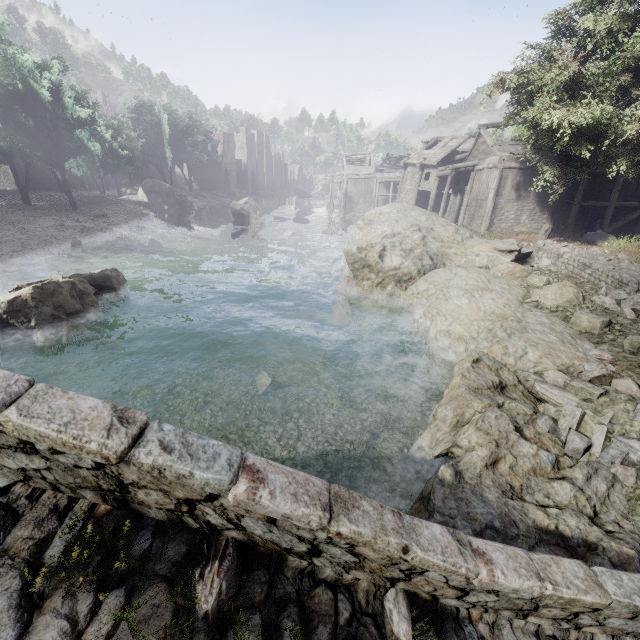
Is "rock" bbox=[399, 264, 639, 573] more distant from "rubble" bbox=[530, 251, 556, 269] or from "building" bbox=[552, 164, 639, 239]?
"building" bbox=[552, 164, 639, 239]

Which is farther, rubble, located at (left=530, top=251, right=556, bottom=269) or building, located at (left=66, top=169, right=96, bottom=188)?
building, located at (left=66, top=169, right=96, bottom=188)

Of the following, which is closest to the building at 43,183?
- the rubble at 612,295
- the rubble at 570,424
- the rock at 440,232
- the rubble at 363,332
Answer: the rock at 440,232

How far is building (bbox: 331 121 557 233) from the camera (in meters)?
24.84

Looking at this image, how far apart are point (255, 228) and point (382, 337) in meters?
24.7 m

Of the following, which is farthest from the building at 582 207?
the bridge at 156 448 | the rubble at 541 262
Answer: the bridge at 156 448

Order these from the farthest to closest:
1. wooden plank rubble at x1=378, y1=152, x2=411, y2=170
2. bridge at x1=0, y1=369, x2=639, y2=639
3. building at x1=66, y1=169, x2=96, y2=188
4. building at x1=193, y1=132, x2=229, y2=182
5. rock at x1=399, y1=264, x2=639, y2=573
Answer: building at x1=193, y1=132, x2=229, y2=182
wooden plank rubble at x1=378, y1=152, x2=411, y2=170
building at x1=66, y1=169, x2=96, y2=188
rock at x1=399, y1=264, x2=639, y2=573
bridge at x1=0, y1=369, x2=639, y2=639
